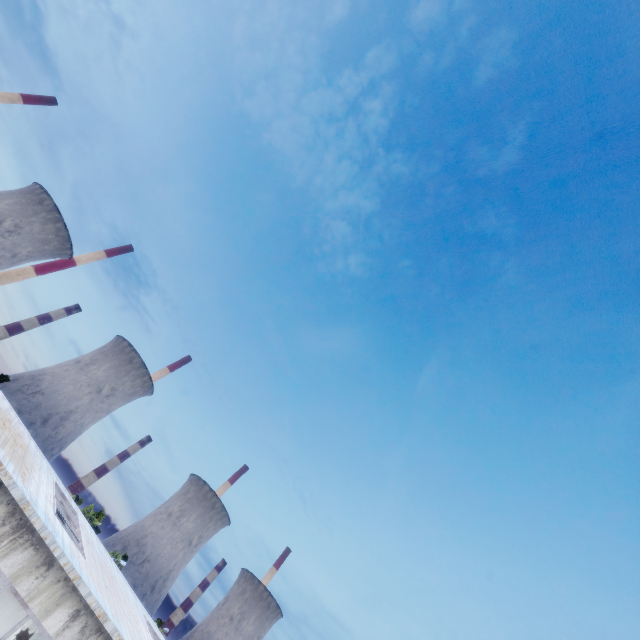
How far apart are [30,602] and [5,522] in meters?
2.3
